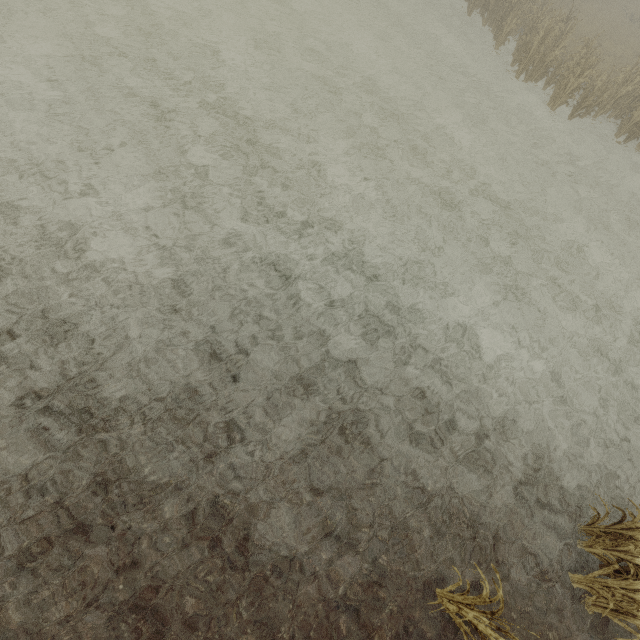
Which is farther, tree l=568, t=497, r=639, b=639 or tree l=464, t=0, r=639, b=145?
tree l=464, t=0, r=639, b=145

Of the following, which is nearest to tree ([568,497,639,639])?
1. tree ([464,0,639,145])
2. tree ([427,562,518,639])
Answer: tree ([427,562,518,639])

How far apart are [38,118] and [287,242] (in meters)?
5.65

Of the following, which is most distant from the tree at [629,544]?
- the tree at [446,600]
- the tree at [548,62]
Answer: the tree at [548,62]

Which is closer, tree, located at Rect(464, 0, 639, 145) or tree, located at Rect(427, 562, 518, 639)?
tree, located at Rect(427, 562, 518, 639)

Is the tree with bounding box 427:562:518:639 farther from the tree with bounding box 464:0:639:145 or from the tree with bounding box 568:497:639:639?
the tree with bounding box 464:0:639:145

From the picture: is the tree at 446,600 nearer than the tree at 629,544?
Yes
